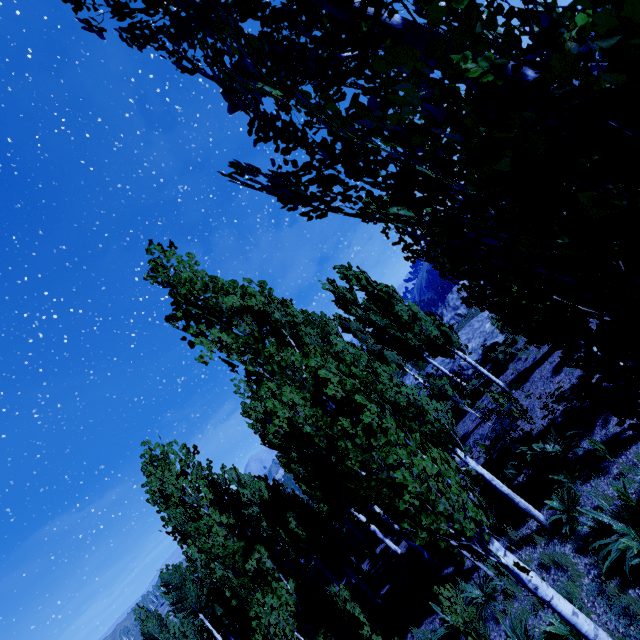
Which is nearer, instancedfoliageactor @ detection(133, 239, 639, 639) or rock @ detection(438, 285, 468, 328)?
instancedfoliageactor @ detection(133, 239, 639, 639)

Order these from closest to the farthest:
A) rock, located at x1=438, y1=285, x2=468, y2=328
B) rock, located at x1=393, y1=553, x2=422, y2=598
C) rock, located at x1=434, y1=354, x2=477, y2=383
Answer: rock, located at x1=393, y1=553, x2=422, y2=598 < rock, located at x1=434, y1=354, x2=477, y2=383 < rock, located at x1=438, y1=285, x2=468, y2=328

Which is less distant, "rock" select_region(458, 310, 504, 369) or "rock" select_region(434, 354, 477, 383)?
"rock" select_region(458, 310, 504, 369)

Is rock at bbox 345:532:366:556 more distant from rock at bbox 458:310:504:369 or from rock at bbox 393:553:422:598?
rock at bbox 458:310:504:369

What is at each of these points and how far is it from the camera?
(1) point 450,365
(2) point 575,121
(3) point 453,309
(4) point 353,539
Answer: (1) rock, 21.94m
(2) instancedfoliageactor, 0.76m
(3) rock, 40.91m
(4) rock, 21.50m

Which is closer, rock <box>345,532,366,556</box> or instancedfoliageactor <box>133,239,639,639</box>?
instancedfoliageactor <box>133,239,639,639</box>

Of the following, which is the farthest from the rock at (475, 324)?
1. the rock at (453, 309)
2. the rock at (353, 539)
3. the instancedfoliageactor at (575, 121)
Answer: the rock at (353, 539)

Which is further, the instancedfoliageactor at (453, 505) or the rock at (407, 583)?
the rock at (407, 583)
